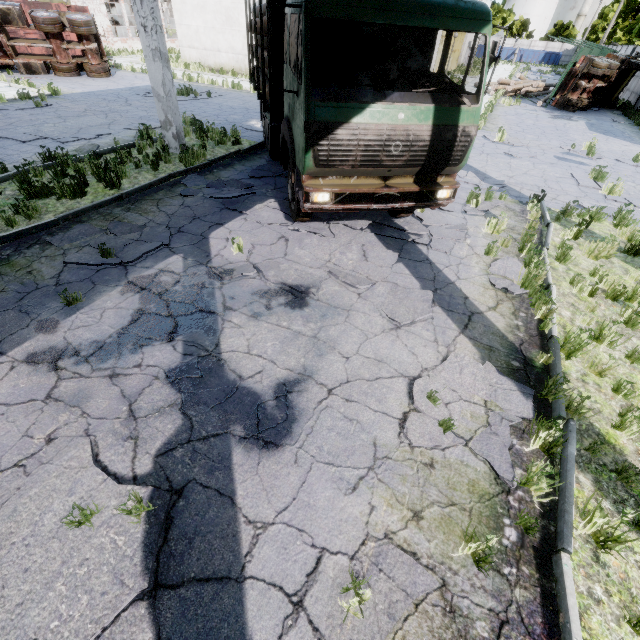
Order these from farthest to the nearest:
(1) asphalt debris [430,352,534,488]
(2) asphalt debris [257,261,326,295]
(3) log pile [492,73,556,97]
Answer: (3) log pile [492,73,556,97] < (2) asphalt debris [257,261,326,295] < (1) asphalt debris [430,352,534,488]

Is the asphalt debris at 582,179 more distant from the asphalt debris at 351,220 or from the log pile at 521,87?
the log pile at 521,87

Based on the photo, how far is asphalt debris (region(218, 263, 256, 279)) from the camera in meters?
5.4 m

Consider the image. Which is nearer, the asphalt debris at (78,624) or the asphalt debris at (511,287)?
the asphalt debris at (78,624)

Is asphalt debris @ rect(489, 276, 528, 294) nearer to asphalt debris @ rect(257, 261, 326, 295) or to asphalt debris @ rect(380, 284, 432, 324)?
asphalt debris @ rect(380, 284, 432, 324)

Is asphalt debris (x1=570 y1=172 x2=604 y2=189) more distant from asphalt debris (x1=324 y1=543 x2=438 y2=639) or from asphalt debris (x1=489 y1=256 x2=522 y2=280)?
asphalt debris (x1=324 y1=543 x2=438 y2=639)

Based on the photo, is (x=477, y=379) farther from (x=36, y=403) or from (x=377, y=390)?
(x=36, y=403)

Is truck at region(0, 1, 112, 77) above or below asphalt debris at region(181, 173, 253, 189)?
above
